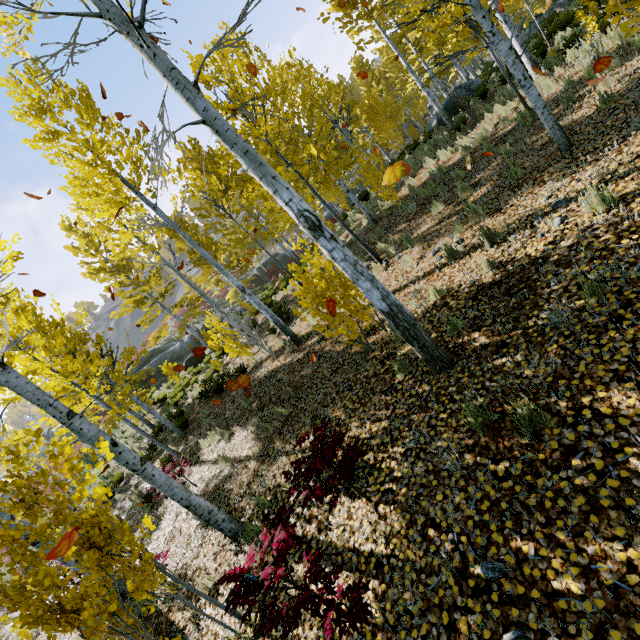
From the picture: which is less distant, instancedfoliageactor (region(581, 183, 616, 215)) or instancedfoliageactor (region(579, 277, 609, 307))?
instancedfoliageactor (region(579, 277, 609, 307))

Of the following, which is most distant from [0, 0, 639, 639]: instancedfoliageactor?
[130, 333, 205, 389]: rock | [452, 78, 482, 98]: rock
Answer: [130, 333, 205, 389]: rock

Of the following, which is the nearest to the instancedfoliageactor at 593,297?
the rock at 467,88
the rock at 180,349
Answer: the rock at 467,88

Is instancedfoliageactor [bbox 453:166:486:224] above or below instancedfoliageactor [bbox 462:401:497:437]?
above

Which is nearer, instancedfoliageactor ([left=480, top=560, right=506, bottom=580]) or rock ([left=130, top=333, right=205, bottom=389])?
instancedfoliageactor ([left=480, top=560, right=506, bottom=580])

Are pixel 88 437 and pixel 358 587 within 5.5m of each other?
yes
